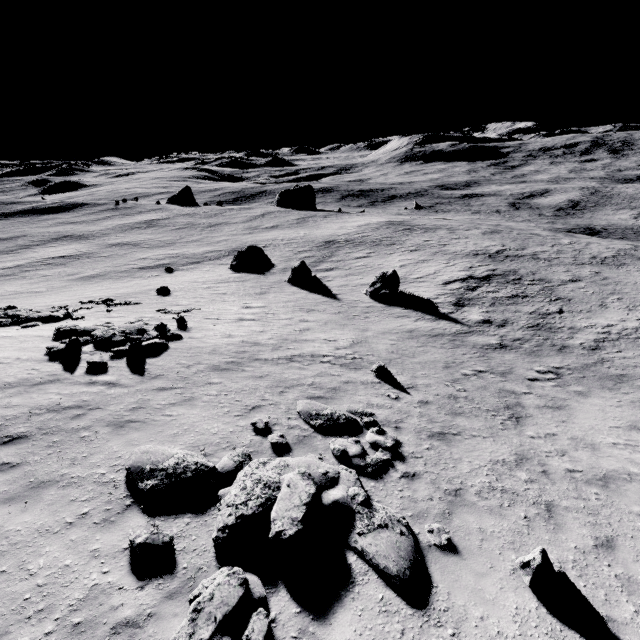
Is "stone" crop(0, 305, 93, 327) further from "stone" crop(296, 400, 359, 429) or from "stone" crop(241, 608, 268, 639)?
"stone" crop(241, 608, 268, 639)

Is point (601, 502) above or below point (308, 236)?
above

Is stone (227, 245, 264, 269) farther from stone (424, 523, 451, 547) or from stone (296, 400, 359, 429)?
stone (424, 523, 451, 547)

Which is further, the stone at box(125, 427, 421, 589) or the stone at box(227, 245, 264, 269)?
the stone at box(227, 245, 264, 269)

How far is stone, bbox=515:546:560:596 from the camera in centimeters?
561cm

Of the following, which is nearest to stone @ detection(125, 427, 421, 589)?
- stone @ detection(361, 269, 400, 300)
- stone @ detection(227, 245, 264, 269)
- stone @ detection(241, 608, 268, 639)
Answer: stone @ detection(241, 608, 268, 639)

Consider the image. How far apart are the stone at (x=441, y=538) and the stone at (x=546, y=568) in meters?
1.1

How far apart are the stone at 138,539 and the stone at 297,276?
25.3m
